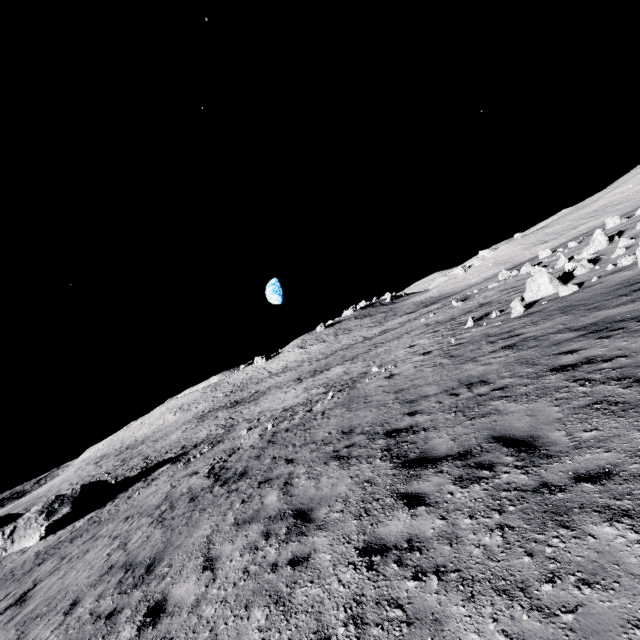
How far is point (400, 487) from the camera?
5.5 meters
